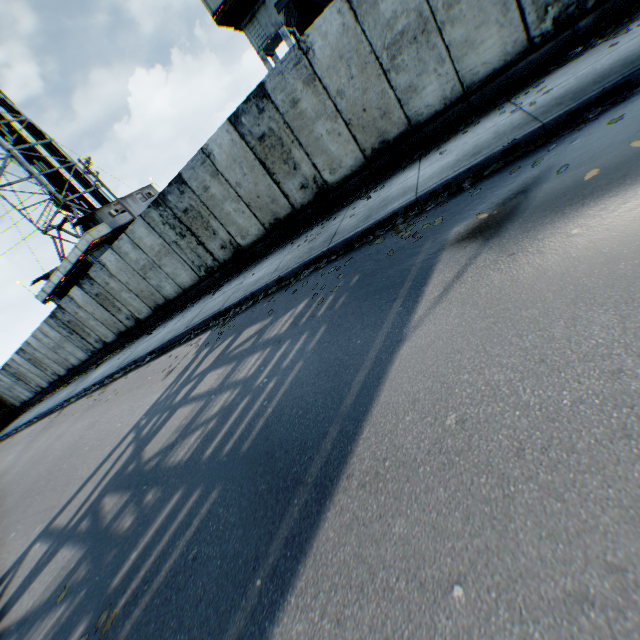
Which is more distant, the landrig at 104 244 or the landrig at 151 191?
the landrig at 151 191

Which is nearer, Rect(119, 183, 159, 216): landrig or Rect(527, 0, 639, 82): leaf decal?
Rect(527, 0, 639, 82): leaf decal

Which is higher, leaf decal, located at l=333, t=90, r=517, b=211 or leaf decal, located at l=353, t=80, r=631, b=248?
leaf decal, located at l=333, t=90, r=517, b=211

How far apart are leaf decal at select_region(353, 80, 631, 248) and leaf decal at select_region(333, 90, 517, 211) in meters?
1.9 m

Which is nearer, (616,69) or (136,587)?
(136,587)

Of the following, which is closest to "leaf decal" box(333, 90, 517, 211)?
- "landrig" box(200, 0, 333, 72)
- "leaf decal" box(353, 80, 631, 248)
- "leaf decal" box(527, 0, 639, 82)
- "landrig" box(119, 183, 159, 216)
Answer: "leaf decal" box(527, 0, 639, 82)

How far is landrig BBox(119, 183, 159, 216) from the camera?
27.6m

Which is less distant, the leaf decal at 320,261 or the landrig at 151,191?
the leaf decal at 320,261
